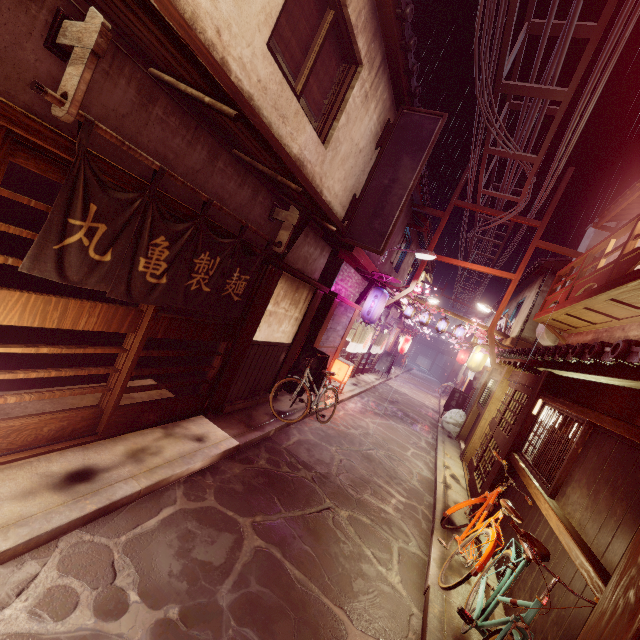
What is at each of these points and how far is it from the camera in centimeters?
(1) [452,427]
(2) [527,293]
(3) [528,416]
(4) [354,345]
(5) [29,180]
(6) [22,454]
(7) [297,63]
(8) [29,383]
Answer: (1) trash, 2270cm
(2) house, 2628cm
(3) wood pole, 1070cm
(4) flag, 2164cm
(5) building, 1004cm
(6) door frame, 580cm
(7) blind, 833cm
(8) building, 797cm

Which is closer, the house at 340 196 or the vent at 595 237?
the house at 340 196

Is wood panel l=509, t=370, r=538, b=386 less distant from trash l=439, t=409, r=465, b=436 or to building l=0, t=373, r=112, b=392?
trash l=439, t=409, r=465, b=436

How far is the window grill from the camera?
7.4 meters

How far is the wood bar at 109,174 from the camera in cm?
464

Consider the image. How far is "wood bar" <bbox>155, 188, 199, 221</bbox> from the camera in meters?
5.7

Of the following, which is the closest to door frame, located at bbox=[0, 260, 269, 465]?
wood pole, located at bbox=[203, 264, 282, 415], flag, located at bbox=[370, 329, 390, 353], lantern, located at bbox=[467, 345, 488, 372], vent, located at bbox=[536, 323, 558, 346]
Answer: wood pole, located at bbox=[203, 264, 282, 415]

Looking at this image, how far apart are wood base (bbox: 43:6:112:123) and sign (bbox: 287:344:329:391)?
11.7 meters
